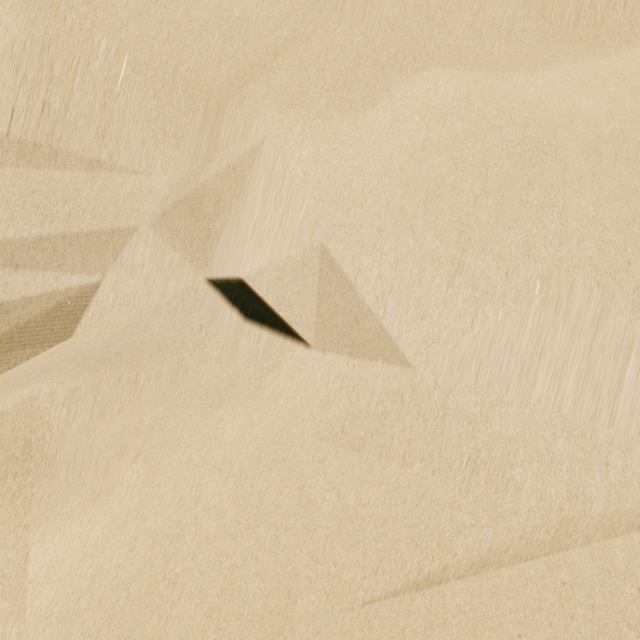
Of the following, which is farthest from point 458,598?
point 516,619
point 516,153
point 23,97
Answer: point 23,97
